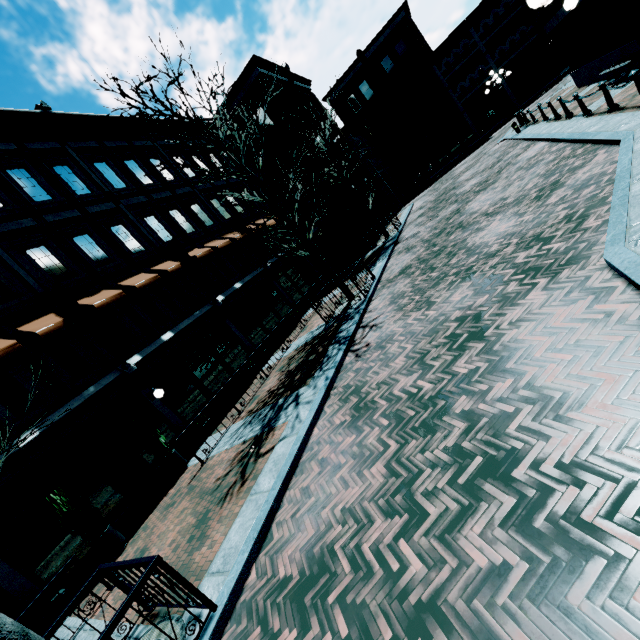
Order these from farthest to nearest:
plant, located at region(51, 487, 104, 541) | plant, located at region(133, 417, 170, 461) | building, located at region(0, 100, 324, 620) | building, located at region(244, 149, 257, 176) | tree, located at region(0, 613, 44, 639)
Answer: building, located at region(244, 149, 257, 176) → plant, located at region(133, 417, 170, 461) → building, located at region(0, 100, 324, 620) → plant, located at region(51, 487, 104, 541) → tree, located at region(0, 613, 44, 639)

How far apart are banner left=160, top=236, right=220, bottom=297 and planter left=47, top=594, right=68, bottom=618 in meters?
10.2 m

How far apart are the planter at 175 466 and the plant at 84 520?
1.86m

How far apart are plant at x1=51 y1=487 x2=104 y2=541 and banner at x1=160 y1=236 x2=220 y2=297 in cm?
862

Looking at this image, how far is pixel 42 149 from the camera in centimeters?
1241cm

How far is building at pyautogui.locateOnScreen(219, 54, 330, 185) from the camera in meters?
22.8 m

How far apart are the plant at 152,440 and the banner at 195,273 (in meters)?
6.38

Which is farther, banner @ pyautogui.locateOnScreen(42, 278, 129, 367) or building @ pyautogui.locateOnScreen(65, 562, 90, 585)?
banner @ pyautogui.locateOnScreen(42, 278, 129, 367)
